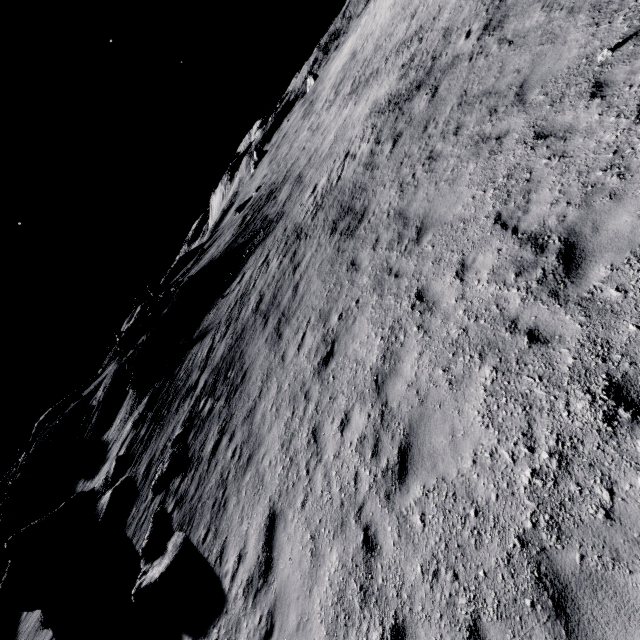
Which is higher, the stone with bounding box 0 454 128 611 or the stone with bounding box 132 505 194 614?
the stone with bounding box 0 454 128 611

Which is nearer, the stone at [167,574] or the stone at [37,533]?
the stone at [167,574]

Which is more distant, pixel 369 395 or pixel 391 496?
pixel 369 395

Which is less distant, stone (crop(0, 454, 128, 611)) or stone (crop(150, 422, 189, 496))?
stone (crop(150, 422, 189, 496))

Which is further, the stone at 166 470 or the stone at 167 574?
the stone at 166 470

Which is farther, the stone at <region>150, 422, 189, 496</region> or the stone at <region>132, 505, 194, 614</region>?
the stone at <region>150, 422, 189, 496</region>

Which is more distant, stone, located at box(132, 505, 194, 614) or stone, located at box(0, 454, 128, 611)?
stone, located at box(0, 454, 128, 611)

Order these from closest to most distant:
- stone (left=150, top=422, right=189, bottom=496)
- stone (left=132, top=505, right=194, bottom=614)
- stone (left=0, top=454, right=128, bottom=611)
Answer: stone (left=132, top=505, right=194, bottom=614) → stone (left=150, top=422, right=189, bottom=496) → stone (left=0, top=454, right=128, bottom=611)
